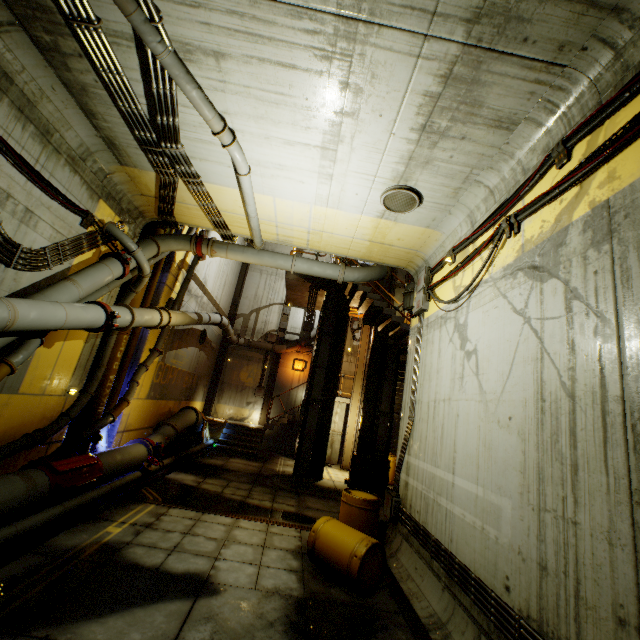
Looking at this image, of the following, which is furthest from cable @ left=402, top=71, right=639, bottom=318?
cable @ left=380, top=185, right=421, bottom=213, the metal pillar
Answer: the metal pillar

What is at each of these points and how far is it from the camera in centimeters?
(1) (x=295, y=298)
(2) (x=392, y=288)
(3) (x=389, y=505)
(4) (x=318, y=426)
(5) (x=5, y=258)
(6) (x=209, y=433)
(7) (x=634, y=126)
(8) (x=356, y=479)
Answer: (1) stairs, 1727cm
(2) beam, 1530cm
(3) cable, 754cm
(4) beam, 1342cm
(5) pipe, 538cm
(6) cloth, 1691cm
(7) cable, 320cm
(8) trolley, 1180cm

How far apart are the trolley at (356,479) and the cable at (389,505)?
4.04m

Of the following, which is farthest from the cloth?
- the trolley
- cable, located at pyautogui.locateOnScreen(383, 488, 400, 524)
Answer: cable, located at pyautogui.locateOnScreen(383, 488, 400, 524)

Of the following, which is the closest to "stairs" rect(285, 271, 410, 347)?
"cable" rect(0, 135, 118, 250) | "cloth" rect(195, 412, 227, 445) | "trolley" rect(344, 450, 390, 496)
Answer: "cloth" rect(195, 412, 227, 445)

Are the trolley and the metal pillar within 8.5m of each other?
yes

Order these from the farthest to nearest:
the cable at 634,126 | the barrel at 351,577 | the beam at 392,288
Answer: the beam at 392,288
the barrel at 351,577
the cable at 634,126

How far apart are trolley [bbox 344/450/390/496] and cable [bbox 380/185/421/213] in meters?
8.9
